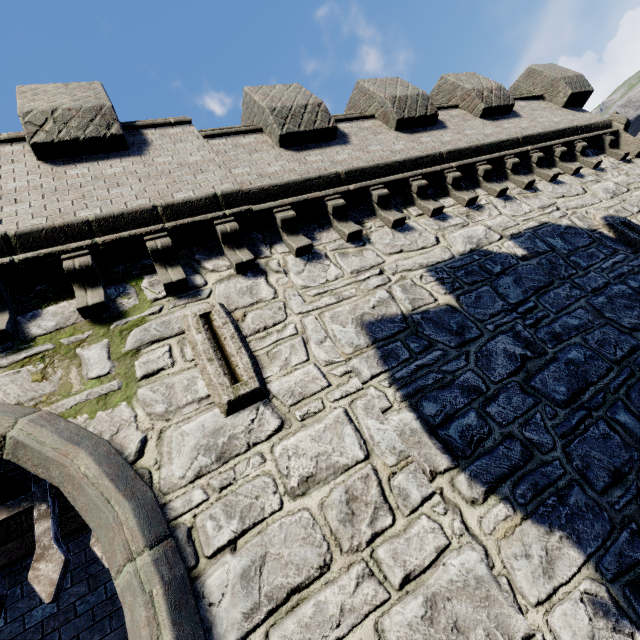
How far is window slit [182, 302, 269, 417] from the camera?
3.5m

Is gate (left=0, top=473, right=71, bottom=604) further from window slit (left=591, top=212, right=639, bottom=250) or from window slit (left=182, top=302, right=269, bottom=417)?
window slit (left=591, top=212, right=639, bottom=250)

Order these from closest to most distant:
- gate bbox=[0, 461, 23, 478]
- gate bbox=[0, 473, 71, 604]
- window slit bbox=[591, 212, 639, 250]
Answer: gate bbox=[0, 473, 71, 604] → gate bbox=[0, 461, 23, 478] → window slit bbox=[591, 212, 639, 250]

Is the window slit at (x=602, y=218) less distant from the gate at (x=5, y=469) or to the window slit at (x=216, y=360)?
the window slit at (x=216, y=360)

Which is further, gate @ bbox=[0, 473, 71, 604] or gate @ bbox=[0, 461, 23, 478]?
gate @ bbox=[0, 461, 23, 478]

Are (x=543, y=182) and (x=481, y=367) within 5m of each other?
no
